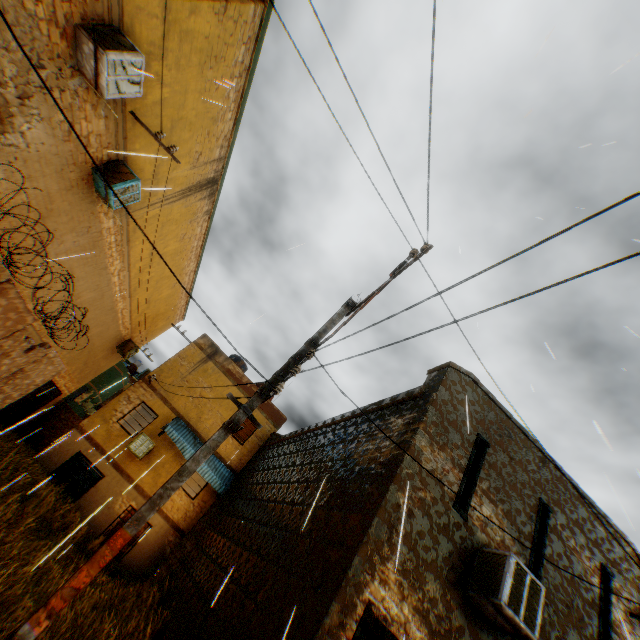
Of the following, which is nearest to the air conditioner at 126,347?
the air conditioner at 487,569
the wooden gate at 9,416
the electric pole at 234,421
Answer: the electric pole at 234,421

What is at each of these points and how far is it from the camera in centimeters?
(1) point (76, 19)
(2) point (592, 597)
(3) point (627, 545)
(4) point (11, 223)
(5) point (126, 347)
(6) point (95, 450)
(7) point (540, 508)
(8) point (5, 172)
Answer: (1) building, 551cm
(2) building, 668cm
(3) building, 789cm
(4) building, 756cm
(5) air conditioner, 1833cm
(6) building, 1416cm
(7) building, 704cm
(8) building, 659cm

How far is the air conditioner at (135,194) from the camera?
8.12m

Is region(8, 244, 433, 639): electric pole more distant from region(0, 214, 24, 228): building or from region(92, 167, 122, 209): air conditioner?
region(92, 167, 122, 209): air conditioner

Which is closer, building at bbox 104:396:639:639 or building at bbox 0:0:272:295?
building at bbox 104:396:639:639

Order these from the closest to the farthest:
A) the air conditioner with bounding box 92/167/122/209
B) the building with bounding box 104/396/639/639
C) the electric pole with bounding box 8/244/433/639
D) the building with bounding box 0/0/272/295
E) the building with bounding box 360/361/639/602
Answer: the electric pole with bounding box 8/244/433/639, the building with bounding box 104/396/639/639, the building with bounding box 0/0/272/295, the building with bounding box 360/361/639/602, the air conditioner with bounding box 92/167/122/209

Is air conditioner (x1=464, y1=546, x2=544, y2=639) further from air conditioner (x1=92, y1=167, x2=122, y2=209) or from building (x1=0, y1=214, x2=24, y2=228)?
air conditioner (x1=92, y1=167, x2=122, y2=209)

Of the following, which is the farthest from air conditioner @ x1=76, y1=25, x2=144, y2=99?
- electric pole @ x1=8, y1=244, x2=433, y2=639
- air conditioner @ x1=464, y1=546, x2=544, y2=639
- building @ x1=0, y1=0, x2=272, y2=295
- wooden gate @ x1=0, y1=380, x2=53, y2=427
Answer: air conditioner @ x1=464, y1=546, x2=544, y2=639
